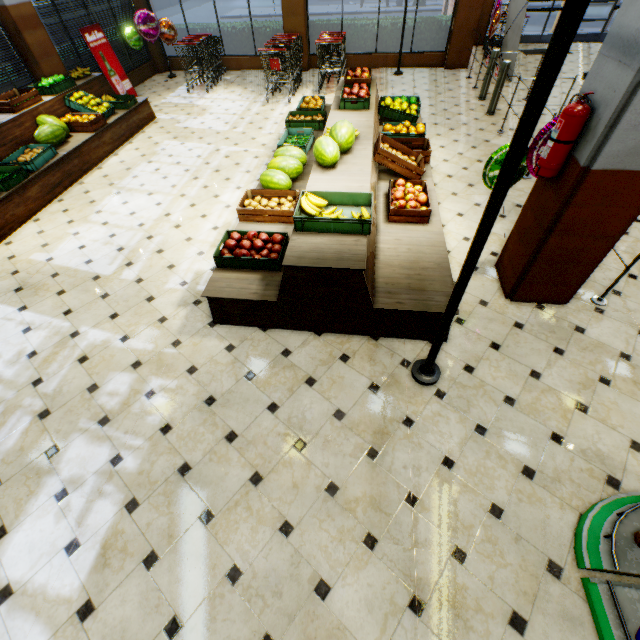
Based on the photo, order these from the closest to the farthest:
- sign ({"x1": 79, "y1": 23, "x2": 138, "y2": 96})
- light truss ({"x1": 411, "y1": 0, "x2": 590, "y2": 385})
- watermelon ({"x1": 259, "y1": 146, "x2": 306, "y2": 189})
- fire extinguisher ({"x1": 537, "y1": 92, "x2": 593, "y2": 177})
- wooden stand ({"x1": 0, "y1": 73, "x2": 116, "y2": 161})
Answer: light truss ({"x1": 411, "y1": 0, "x2": 590, "y2": 385}), fire extinguisher ({"x1": 537, "y1": 92, "x2": 593, "y2": 177}), watermelon ({"x1": 259, "y1": 146, "x2": 306, "y2": 189}), wooden stand ({"x1": 0, "y1": 73, "x2": 116, "y2": 161}), sign ({"x1": 79, "y1": 23, "x2": 138, "y2": 96})

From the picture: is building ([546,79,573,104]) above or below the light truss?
below

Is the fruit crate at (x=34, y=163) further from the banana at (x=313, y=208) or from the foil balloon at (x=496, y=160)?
the foil balloon at (x=496, y=160)

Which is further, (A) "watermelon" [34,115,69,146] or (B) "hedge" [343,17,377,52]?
(B) "hedge" [343,17,377,52]

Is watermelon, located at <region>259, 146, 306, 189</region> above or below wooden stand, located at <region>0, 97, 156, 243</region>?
above

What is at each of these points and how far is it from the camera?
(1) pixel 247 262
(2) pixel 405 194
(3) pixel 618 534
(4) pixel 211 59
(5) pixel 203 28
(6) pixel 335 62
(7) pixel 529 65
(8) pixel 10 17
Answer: (1) fruit crate, 3.5 meters
(2) apples, 4.2 meters
(3) shelf, 2.2 meters
(4) shopping cart, 9.6 meters
(5) hedge, 10.6 meters
(6) shopping cart, 9.1 meters
(7) building, 10.1 meters
(8) building, 6.5 meters

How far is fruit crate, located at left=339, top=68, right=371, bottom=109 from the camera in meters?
5.3

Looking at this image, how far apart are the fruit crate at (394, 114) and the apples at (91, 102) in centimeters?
583cm
